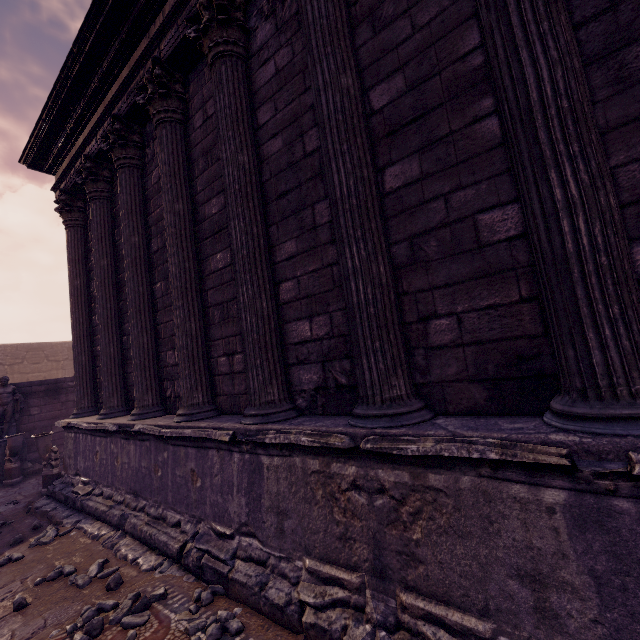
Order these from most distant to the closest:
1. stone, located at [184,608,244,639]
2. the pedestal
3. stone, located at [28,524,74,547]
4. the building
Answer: the pedestal < stone, located at [28,524,74,547] < stone, located at [184,608,244,639] < the building

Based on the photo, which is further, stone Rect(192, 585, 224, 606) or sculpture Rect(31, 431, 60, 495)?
sculpture Rect(31, 431, 60, 495)

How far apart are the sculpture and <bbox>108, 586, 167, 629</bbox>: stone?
5.6m

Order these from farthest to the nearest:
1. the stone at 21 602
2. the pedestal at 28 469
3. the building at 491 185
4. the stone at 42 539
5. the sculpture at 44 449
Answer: the pedestal at 28 469, the sculpture at 44 449, the stone at 42 539, the stone at 21 602, the building at 491 185

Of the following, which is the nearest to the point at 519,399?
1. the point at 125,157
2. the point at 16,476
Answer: the point at 125,157

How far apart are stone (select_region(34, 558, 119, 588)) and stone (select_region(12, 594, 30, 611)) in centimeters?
35cm

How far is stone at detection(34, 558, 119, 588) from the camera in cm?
358

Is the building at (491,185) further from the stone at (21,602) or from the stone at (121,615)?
the stone at (21,602)
